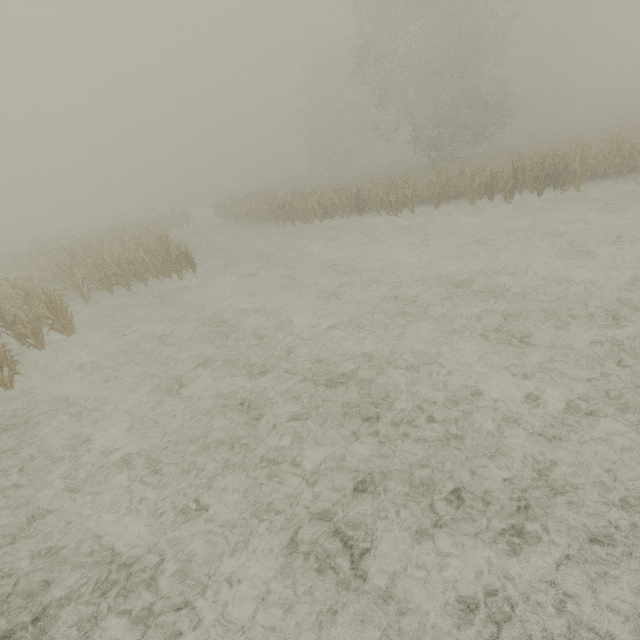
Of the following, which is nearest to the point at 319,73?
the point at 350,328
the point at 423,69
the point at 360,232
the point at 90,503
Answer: the point at 423,69
